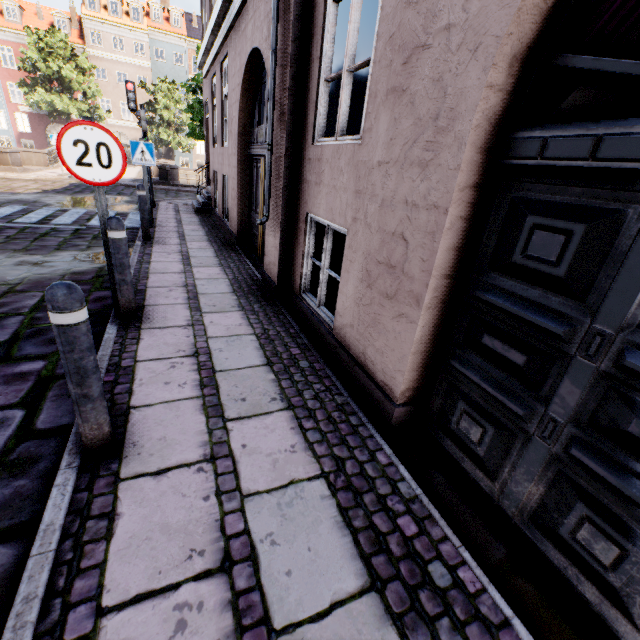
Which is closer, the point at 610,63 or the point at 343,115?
the point at 610,63

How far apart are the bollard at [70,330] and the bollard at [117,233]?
1.84m

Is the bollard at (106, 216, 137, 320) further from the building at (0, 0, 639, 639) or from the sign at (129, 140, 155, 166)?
the sign at (129, 140, 155, 166)

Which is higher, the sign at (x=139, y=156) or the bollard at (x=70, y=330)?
the sign at (x=139, y=156)

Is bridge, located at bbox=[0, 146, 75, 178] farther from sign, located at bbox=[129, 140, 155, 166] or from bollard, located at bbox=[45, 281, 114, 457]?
bollard, located at bbox=[45, 281, 114, 457]

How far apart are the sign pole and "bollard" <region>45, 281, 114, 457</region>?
1.93m

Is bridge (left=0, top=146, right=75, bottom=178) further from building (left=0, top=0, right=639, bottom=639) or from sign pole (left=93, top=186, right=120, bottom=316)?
sign pole (left=93, top=186, right=120, bottom=316)

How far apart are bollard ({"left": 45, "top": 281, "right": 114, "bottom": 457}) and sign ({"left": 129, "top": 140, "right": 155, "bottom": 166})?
7.28m
